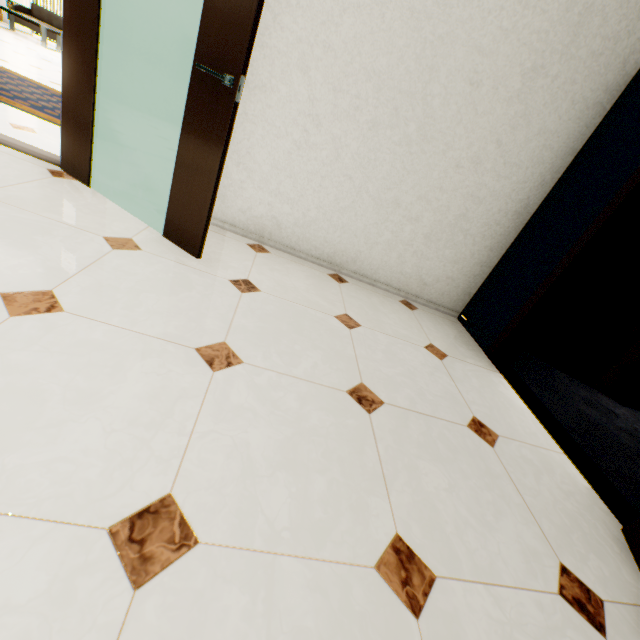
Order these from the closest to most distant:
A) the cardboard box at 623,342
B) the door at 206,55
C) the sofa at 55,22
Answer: the door at 206,55
the cardboard box at 623,342
the sofa at 55,22

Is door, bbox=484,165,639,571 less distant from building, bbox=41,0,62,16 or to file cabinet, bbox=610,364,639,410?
file cabinet, bbox=610,364,639,410

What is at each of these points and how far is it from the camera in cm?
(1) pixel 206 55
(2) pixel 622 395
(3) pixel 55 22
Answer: (1) door, 168
(2) file cabinet, 324
(3) sofa, 924

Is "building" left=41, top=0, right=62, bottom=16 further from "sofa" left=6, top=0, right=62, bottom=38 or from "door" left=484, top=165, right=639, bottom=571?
"door" left=484, top=165, right=639, bottom=571

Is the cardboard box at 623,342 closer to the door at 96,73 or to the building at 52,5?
the door at 96,73

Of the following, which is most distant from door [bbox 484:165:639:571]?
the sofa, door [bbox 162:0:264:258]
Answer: the sofa

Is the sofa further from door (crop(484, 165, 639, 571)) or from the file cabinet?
the file cabinet

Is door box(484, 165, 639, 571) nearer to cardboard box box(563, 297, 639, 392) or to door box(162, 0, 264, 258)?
cardboard box box(563, 297, 639, 392)
